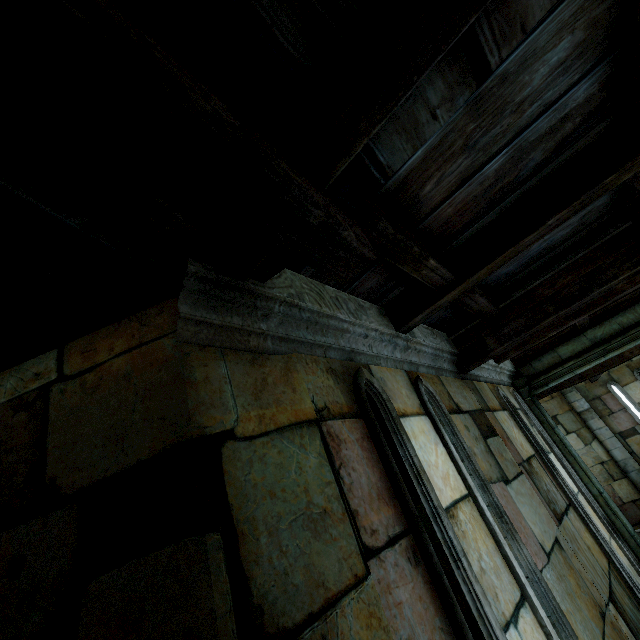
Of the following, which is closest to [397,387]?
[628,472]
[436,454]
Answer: [436,454]
